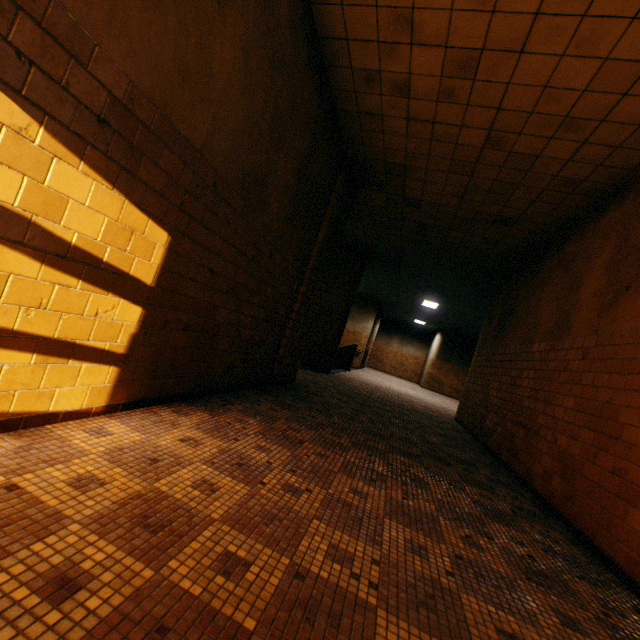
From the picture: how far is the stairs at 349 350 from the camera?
13.39m

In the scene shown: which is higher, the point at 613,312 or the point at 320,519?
the point at 613,312

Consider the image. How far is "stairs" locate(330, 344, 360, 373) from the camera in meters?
13.4 m
